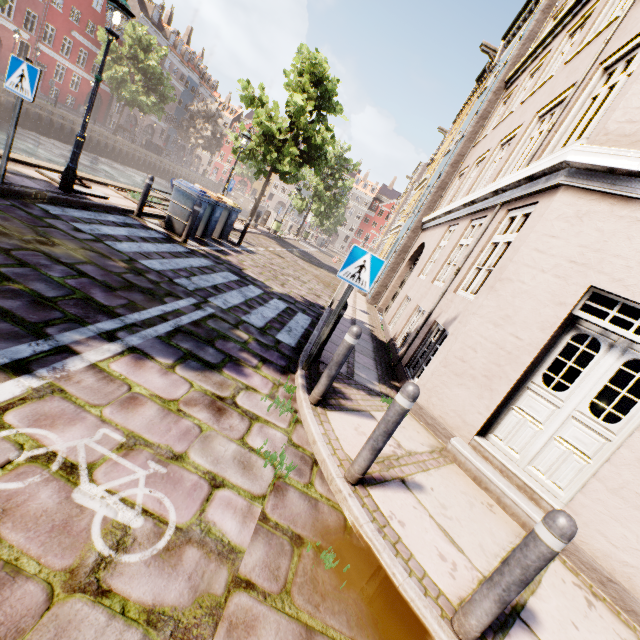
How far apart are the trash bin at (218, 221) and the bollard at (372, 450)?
8.9m

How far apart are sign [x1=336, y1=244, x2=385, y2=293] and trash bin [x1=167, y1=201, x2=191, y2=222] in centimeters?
610cm

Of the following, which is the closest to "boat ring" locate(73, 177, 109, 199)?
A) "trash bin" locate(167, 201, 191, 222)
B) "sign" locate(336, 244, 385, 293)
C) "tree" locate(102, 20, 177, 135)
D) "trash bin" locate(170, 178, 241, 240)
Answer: "trash bin" locate(167, 201, 191, 222)

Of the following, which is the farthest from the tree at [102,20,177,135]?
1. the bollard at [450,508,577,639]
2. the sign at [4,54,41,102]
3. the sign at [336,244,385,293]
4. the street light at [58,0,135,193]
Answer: the bollard at [450,508,577,639]

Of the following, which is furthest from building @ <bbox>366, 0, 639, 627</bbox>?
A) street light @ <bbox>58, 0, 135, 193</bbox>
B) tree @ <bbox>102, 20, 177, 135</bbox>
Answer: tree @ <bbox>102, 20, 177, 135</bbox>

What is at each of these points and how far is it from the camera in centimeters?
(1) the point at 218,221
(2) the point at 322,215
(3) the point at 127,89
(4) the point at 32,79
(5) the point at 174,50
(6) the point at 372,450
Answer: (1) trash bin, 1052cm
(2) tree, 3322cm
(3) tree, 3106cm
(4) sign, 484cm
(5) building, 4681cm
(6) bollard, 288cm

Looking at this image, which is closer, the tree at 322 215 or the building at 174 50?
the tree at 322 215

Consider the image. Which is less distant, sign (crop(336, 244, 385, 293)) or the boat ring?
sign (crop(336, 244, 385, 293))
